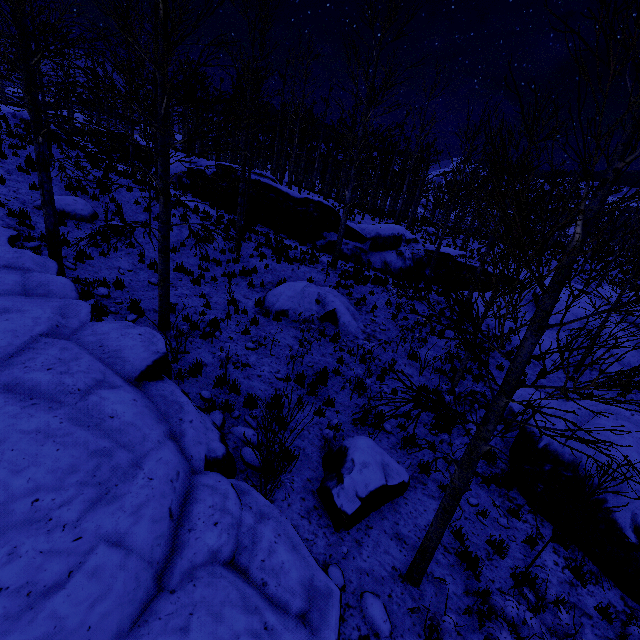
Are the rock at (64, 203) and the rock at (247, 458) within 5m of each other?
no

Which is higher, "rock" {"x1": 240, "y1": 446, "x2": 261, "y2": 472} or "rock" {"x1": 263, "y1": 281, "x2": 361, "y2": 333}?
"rock" {"x1": 263, "y1": 281, "x2": 361, "y2": 333}

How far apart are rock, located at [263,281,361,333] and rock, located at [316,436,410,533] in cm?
588

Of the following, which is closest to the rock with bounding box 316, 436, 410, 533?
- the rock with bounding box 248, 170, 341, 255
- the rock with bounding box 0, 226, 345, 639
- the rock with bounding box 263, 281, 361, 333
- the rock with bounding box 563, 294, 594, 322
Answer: the rock with bounding box 0, 226, 345, 639

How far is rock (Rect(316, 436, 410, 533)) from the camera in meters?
5.3

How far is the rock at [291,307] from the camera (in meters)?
12.15

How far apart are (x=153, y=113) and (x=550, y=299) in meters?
9.2

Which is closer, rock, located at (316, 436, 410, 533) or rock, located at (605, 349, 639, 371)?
rock, located at (316, 436, 410, 533)
